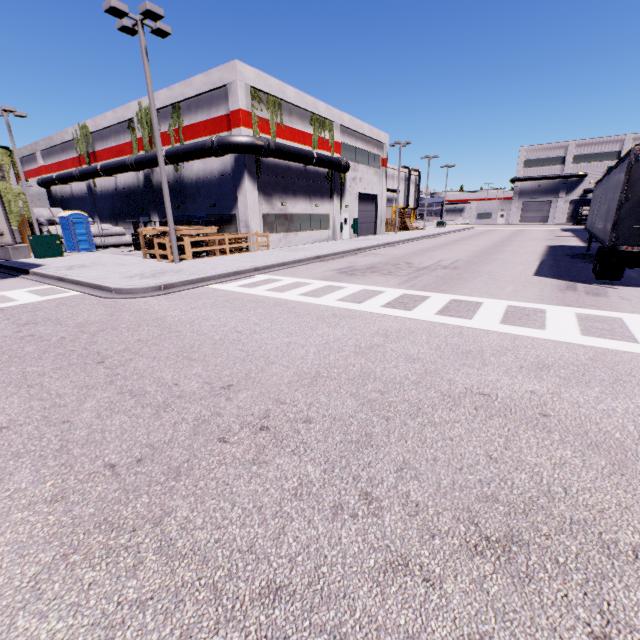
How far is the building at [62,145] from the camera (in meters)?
27.28

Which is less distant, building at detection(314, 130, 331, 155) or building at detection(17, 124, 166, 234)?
building at detection(314, 130, 331, 155)

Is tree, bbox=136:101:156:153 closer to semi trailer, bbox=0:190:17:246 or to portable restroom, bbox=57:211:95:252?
portable restroom, bbox=57:211:95:252

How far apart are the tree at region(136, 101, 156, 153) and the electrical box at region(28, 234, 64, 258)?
9.8 meters

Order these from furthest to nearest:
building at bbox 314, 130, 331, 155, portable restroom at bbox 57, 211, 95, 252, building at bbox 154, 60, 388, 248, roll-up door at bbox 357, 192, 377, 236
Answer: roll-up door at bbox 357, 192, 377, 236 → building at bbox 314, 130, 331, 155 → portable restroom at bbox 57, 211, 95, 252 → building at bbox 154, 60, 388, 248

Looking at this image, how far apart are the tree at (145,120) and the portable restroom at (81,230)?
6.52m

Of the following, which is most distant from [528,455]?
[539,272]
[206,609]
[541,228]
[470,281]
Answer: [541,228]
